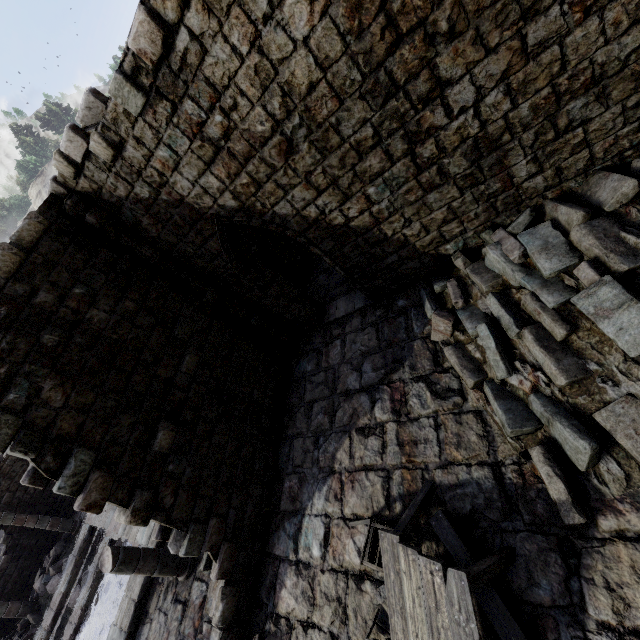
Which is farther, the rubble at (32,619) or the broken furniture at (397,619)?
the rubble at (32,619)

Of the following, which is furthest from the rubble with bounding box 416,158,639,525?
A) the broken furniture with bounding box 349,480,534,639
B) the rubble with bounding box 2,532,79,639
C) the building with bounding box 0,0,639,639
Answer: the rubble with bounding box 2,532,79,639

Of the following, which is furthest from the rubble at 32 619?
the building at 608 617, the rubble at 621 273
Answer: the rubble at 621 273

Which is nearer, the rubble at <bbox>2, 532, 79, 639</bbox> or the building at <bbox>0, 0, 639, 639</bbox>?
the building at <bbox>0, 0, 639, 639</bbox>

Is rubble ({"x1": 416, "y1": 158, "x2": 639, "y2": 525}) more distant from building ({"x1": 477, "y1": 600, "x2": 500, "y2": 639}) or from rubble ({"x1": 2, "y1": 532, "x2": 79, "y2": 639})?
rubble ({"x1": 2, "y1": 532, "x2": 79, "y2": 639})

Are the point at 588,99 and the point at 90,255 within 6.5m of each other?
no
